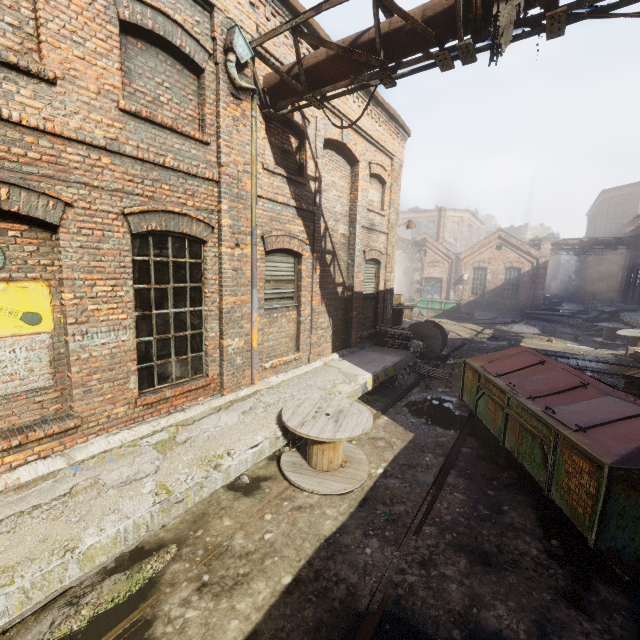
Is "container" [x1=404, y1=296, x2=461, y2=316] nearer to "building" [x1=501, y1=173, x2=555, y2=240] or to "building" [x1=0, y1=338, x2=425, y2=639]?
"building" [x1=0, y1=338, x2=425, y2=639]

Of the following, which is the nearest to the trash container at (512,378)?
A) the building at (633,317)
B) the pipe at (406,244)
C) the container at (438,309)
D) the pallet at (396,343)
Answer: the pallet at (396,343)

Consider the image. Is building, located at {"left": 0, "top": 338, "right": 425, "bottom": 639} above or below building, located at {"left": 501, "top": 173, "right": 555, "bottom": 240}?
below

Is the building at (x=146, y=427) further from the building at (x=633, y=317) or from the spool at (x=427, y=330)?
the building at (x=633, y=317)

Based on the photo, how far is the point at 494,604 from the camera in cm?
336

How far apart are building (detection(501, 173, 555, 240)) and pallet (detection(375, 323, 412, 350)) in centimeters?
5487cm

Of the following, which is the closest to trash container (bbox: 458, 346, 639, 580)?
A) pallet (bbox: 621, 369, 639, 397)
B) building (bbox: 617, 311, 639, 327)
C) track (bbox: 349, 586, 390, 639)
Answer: pallet (bbox: 621, 369, 639, 397)

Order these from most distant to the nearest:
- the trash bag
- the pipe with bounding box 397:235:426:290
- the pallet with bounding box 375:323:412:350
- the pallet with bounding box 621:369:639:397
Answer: the pipe with bounding box 397:235:426:290 < the trash bag < the pallet with bounding box 375:323:412:350 < the pallet with bounding box 621:369:639:397
